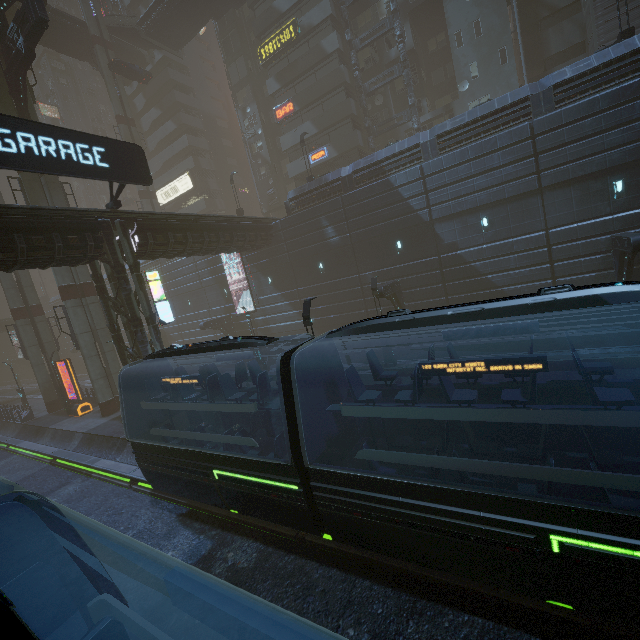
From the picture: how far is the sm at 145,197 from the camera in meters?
40.0

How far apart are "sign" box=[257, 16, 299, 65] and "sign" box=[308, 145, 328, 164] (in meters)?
10.39

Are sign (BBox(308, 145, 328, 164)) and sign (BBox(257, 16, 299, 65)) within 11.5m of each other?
yes

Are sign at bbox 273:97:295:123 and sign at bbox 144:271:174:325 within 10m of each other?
no

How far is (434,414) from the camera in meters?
5.9

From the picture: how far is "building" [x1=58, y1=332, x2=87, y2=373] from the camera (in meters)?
53.91

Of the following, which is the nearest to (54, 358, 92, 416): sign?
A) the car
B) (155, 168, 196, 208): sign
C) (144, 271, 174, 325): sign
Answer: (155, 168, 196, 208): sign

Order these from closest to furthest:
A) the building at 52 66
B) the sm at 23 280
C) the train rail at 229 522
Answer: the train rail at 229 522
the sm at 23 280
the building at 52 66
